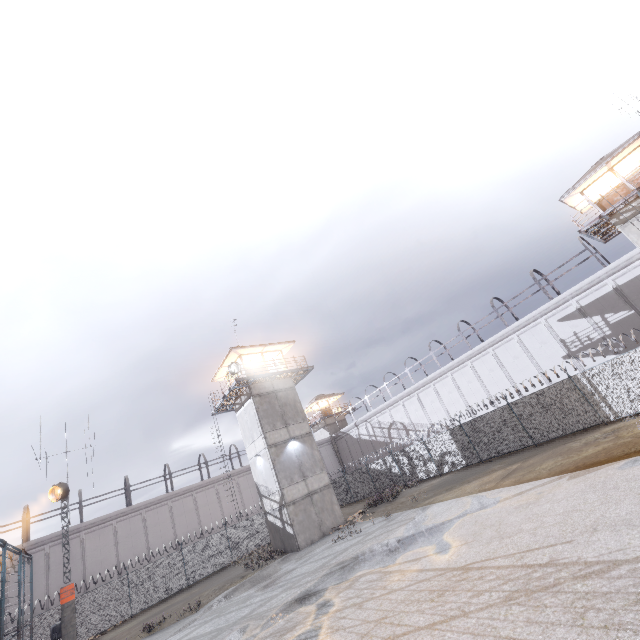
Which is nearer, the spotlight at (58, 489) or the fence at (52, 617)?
the fence at (52, 617)

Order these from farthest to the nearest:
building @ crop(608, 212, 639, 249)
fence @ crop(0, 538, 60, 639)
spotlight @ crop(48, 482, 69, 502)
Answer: building @ crop(608, 212, 639, 249) → spotlight @ crop(48, 482, 69, 502) → fence @ crop(0, 538, 60, 639)

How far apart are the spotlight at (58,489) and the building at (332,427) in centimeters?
3368cm

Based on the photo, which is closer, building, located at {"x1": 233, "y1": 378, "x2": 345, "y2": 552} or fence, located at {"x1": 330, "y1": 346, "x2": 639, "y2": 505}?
fence, located at {"x1": 330, "y1": 346, "x2": 639, "y2": 505}

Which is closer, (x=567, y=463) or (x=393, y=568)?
(x=393, y=568)

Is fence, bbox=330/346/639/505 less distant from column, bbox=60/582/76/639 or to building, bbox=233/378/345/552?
column, bbox=60/582/76/639

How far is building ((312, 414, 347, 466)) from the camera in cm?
4748

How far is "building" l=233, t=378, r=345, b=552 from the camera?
21.94m
